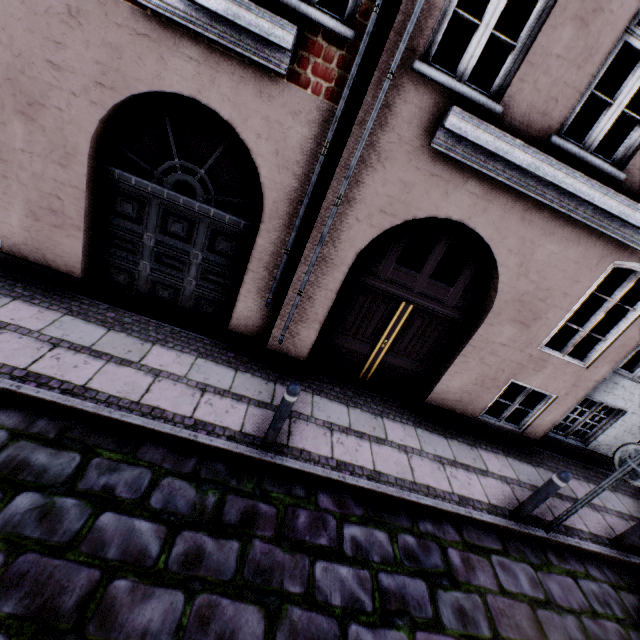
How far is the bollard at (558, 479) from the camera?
4.42m

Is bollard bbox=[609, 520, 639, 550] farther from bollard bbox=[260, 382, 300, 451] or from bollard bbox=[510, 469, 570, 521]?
bollard bbox=[260, 382, 300, 451]

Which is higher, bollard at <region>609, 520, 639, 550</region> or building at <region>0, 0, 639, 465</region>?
building at <region>0, 0, 639, 465</region>

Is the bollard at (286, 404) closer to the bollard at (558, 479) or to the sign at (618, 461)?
the bollard at (558, 479)

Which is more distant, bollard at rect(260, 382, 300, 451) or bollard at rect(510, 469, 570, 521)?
bollard at rect(510, 469, 570, 521)

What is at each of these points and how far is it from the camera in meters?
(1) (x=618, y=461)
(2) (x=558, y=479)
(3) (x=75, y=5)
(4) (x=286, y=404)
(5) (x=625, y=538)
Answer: (1) sign, 4.4
(2) bollard, 4.4
(3) building, 3.7
(4) bollard, 3.8
(5) bollard, 5.1

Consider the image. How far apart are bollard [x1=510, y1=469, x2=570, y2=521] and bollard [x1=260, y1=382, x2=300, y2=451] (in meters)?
3.83

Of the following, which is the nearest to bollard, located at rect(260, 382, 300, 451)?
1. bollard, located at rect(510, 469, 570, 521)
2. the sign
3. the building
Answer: the building
